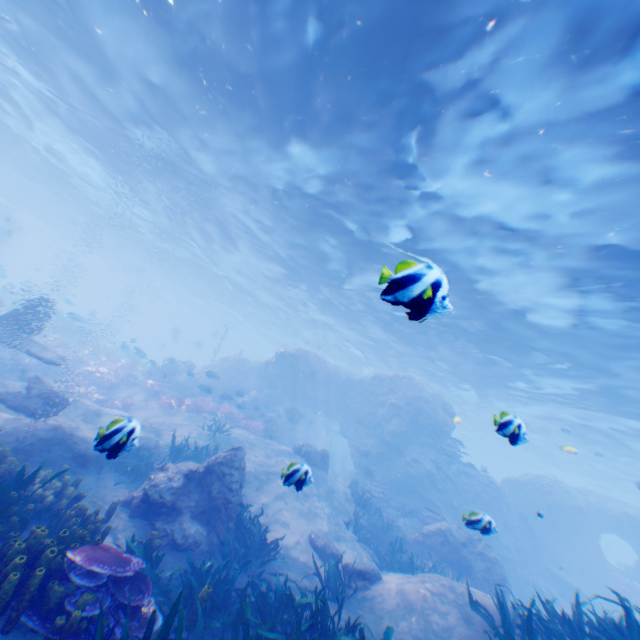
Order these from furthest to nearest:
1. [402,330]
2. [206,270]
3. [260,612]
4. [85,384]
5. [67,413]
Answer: [206,270]
[402,330]
[85,384]
[67,413]
[260,612]

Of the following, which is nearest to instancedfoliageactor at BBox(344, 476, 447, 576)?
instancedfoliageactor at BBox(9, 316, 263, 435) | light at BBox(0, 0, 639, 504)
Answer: instancedfoliageactor at BBox(9, 316, 263, 435)

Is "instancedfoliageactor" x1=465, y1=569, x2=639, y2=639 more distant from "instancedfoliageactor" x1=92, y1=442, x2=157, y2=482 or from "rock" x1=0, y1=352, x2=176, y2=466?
"instancedfoliageactor" x1=92, y1=442, x2=157, y2=482

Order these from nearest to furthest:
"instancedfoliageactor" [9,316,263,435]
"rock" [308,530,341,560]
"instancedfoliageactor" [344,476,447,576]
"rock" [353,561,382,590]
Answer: "rock" [353,561,382,590]
"rock" [308,530,341,560]
"instancedfoliageactor" [344,476,447,576]
"instancedfoliageactor" [9,316,263,435]

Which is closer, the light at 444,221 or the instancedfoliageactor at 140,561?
the instancedfoliageactor at 140,561

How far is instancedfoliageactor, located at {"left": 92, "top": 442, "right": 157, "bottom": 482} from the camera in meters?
3.5 m

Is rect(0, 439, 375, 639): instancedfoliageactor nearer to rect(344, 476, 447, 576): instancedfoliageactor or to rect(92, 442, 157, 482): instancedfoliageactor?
rect(92, 442, 157, 482): instancedfoliageactor

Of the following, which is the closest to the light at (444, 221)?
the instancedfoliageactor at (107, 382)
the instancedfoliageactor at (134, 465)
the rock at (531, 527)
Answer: the rock at (531, 527)
